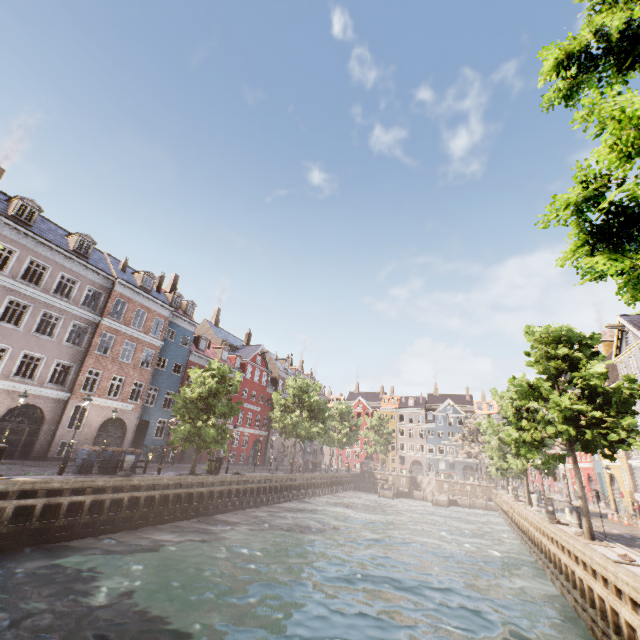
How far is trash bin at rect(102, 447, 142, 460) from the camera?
18.58m

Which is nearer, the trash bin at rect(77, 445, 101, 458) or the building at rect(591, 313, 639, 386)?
the trash bin at rect(77, 445, 101, 458)

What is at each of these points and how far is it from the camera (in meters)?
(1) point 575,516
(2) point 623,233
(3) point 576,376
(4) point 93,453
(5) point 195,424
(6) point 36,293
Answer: (1) pillar, 14.76
(2) tree, 3.40
(3) tree, 15.98
(4) trash bin, 17.61
(5) tree, 22.20
(6) building, 21.58

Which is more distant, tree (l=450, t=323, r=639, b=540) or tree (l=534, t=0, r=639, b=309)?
tree (l=450, t=323, r=639, b=540)

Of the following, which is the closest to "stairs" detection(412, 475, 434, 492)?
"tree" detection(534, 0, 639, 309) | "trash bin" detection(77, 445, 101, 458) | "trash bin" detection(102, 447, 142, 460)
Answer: "tree" detection(534, 0, 639, 309)

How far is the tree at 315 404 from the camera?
34.4 meters

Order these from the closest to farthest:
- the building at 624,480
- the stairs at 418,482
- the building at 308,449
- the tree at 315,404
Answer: the building at 624,480 → the tree at 315,404 → the stairs at 418,482 → the building at 308,449

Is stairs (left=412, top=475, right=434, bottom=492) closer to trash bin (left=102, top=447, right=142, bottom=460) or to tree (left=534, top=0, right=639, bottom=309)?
tree (left=534, top=0, right=639, bottom=309)
